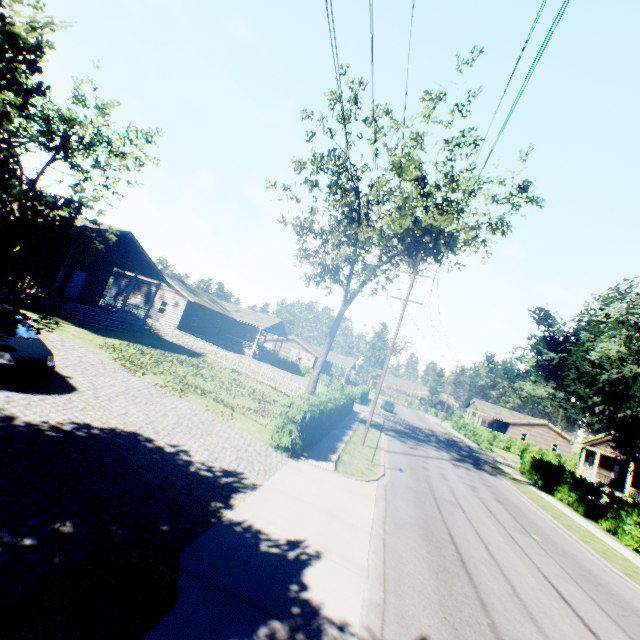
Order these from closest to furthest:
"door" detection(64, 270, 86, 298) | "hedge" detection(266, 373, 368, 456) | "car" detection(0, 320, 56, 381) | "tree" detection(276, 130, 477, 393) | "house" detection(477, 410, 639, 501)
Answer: "car" detection(0, 320, 56, 381)
"hedge" detection(266, 373, 368, 456)
"tree" detection(276, 130, 477, 393)
"door" detection(64, 270, 86, 298)
"house" detection(477, 410, 639, 501)

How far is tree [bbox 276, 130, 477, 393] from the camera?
18.9 meters

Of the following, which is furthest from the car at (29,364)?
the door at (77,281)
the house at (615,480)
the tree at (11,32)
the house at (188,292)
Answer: the house at (615,480)

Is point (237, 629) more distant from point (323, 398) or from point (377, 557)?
point (323, 398)

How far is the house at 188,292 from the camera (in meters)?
21.66

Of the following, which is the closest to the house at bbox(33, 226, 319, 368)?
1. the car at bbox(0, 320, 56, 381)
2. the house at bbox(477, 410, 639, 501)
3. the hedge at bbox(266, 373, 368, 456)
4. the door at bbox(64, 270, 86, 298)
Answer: the door at bbox(64, 270, 86, 298)

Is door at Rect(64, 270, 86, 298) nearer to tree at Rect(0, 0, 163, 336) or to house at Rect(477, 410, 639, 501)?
tree at Rect(0, 0, 163, 336)

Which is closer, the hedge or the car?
the car
